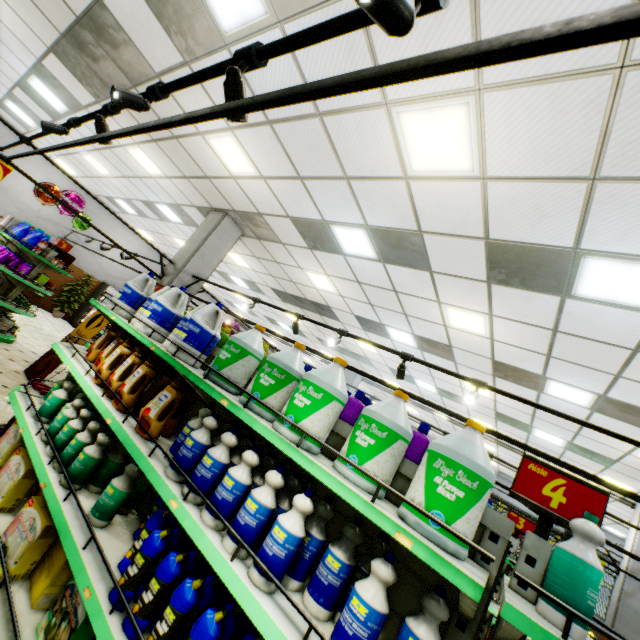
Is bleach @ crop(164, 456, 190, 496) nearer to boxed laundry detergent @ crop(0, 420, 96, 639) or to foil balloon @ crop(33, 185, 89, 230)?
boxed laundry detergent @ crop(0, 420, 96, 639)

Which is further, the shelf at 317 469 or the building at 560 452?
the building at 560 452

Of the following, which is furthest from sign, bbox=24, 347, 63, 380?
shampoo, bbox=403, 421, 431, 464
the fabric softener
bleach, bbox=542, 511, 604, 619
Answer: bleach, bbox=542, 511, 604, 619

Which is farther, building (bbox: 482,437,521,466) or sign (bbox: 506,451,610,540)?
building (bbox: 482,437,521,466)

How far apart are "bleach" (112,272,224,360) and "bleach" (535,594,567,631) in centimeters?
318cm

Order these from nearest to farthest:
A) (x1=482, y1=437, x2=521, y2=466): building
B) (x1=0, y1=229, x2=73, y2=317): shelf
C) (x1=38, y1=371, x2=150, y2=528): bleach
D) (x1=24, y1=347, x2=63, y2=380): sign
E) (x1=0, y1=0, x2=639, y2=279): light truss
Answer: (x1=0, y1=0, x2=639, y2=279): light truss < (x1=38, y1=371, x2=150, y2=528): bleach < (x1=24, y1=347, x2=63, y2=380): sign < (x1=0, y1=229, x2=73, y2=317): shelf < (x1=482, y1=437, x2=521, y2=466): building

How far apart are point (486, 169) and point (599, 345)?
3.2 meters

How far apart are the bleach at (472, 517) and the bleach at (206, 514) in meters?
0.4 m
